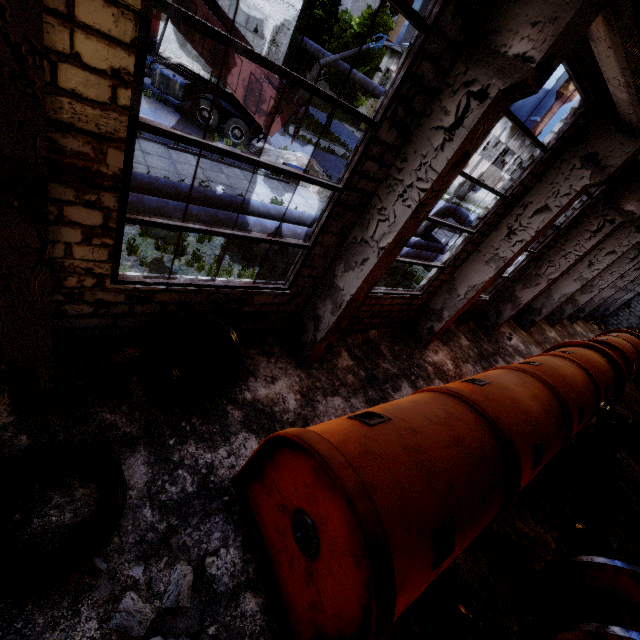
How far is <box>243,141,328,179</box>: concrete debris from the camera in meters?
16.4

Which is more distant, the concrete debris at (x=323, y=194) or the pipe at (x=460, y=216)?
the concrete debris at (x=323, y=194)

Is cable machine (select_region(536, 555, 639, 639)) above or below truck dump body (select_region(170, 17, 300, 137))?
below

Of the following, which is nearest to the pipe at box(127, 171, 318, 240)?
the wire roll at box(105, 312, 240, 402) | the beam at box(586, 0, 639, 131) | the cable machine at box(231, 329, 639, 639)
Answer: the wire roll at box(105, 312, 240, 402)

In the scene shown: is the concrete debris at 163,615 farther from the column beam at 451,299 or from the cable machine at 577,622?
the column beam at 451,299

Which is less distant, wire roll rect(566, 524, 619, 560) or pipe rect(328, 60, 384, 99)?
wire roll rect(566, 524, 619, 560)

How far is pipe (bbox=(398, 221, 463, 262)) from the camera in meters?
13.3 m

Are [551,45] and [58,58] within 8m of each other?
yes
